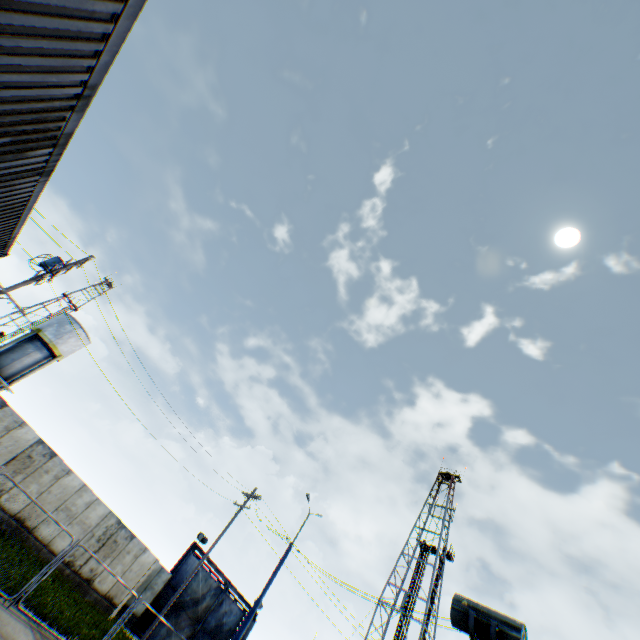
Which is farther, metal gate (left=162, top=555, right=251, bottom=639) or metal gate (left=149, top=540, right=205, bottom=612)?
metal gate (left=162, top=555, right=251, bottom=639)

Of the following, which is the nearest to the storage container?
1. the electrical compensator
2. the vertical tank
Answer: the electrical compensator

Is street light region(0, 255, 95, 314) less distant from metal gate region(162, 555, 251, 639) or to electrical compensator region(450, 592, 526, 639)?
electrical compensator region(450, 592, 526, 639)

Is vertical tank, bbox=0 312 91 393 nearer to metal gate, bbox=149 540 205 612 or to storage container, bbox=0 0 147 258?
metal gate, bbox=149 540 205 612

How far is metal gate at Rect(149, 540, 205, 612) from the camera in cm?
2403

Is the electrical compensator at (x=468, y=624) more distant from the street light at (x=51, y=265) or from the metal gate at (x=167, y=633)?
the metal gate at (x=167, y=633)

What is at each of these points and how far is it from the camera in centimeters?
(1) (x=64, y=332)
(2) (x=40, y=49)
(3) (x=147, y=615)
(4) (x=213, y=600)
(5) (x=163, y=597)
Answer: (1) vertical tank, 3250cm
(2) storage container, 331cm
(3) metal gate, 2336cm
(4) metal gate, 2728cm
(5) metal gate, 2428cm

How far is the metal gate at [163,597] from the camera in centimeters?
2403cm
